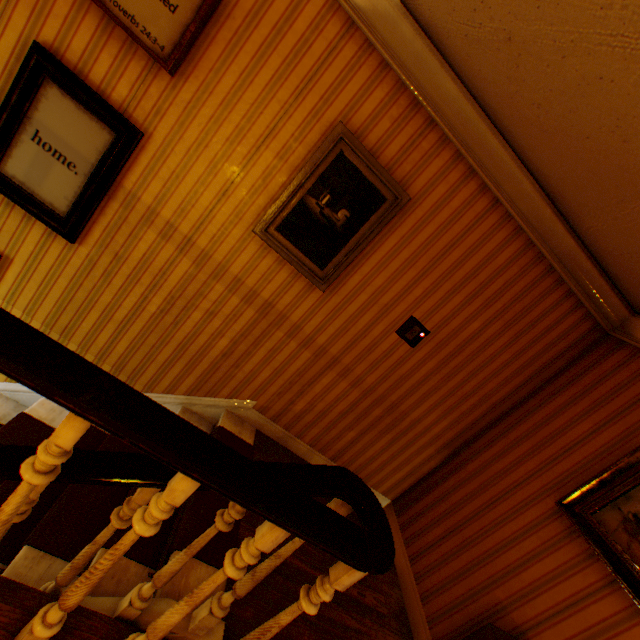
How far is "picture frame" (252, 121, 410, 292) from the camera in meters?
2.3 m

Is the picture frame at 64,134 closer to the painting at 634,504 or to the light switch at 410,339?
the light switch at 410,339

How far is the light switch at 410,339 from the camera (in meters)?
2.88

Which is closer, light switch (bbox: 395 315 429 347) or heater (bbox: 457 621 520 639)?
heater (bbox: 457 621 520 639)

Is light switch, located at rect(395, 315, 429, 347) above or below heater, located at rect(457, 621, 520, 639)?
above

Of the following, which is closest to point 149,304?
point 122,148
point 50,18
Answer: point 122,148

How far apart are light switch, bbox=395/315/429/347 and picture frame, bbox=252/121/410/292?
0.7 meters

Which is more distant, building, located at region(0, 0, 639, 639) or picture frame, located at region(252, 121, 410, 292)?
picture frame, located at region(252, 121, 410, 292)
